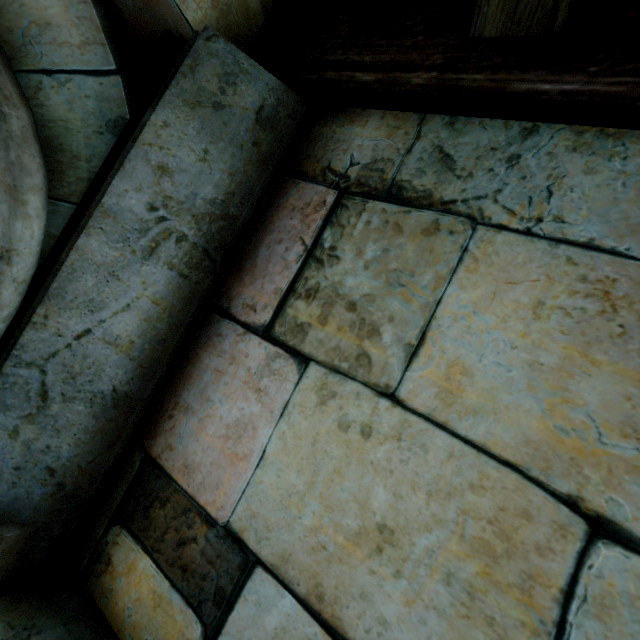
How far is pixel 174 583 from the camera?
0.7m
